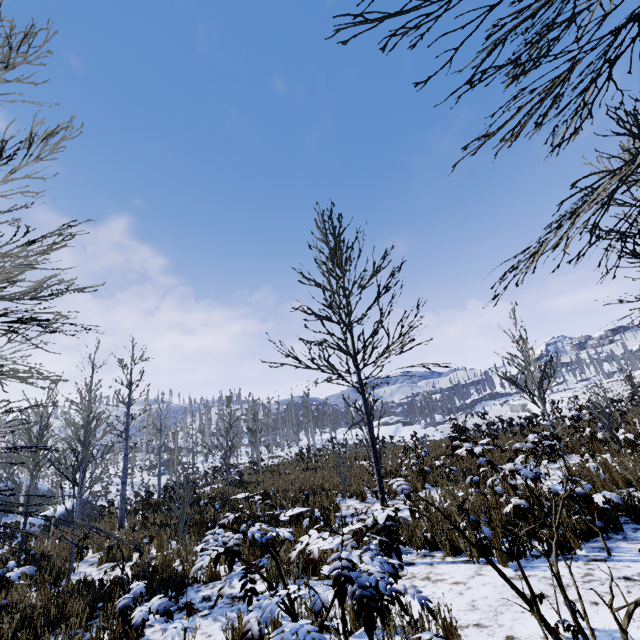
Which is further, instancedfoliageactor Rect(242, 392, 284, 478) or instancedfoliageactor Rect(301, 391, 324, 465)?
instancedfoliageactor Rect(301, 391, 324, 465)

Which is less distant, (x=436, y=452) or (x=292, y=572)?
(x=292, y=572)

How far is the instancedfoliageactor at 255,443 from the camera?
19.5m

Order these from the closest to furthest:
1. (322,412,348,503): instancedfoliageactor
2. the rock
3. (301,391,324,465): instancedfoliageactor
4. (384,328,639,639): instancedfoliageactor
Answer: (384,328,639,639): instancedfoliageactor < (322,412,348,503): instancedfoliageactor < (301,391,324,465): instancedfoliageactor < the rock

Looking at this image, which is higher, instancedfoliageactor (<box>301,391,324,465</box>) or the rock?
instancedfoliageactor (<box>301,391,324,465</box>)

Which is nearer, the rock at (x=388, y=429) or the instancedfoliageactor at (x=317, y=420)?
the instancedfoliageactor at (x=317, y=420)

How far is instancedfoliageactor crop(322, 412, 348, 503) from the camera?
10.0 meters
